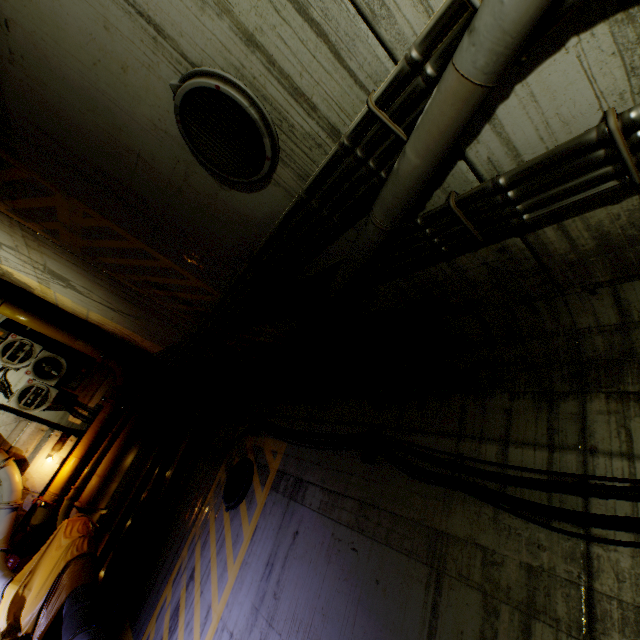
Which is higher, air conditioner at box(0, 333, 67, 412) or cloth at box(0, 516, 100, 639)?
air conditioner at box(0, 333, 67, 412)

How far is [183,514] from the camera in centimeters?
662cm

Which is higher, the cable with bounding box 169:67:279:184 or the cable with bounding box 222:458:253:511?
the cable with bounding box 169:67:279:184

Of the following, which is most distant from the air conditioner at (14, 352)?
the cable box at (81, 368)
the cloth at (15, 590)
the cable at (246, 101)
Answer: the cable at (246, 101)

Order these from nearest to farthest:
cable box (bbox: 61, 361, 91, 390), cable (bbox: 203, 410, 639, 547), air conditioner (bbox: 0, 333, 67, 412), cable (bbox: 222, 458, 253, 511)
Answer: cable (bbox: 203, 410, 639, 547)
cable (bbox: 222, 458, 253, 511)
air conditioner (bbox: 0, 333, 67, 412)
cable box (bbox: 61, 361, 91, 390)

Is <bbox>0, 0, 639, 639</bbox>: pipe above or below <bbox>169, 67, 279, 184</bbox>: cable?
below

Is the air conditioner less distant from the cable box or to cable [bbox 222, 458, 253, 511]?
the cable box

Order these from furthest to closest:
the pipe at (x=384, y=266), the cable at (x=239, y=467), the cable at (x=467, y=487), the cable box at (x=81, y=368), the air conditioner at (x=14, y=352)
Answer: the cable box at (x=81, y=368) < the air conditioner at (x=14, y=352) < the cable at (x=239, y=467) < the cable at (x=467, y=487) < the pipe at (x=384, y=266)
